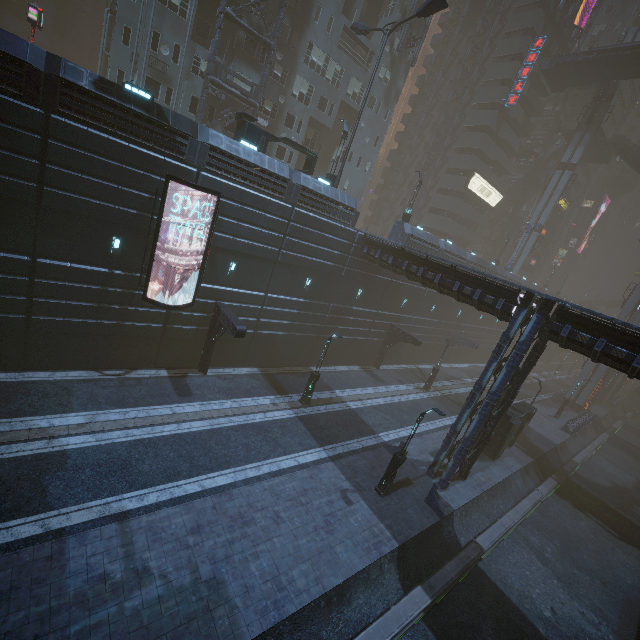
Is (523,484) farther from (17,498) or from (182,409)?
(17,498)

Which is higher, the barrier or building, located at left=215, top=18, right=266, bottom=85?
building, located at left=215, top=18, right=266, bottom=85

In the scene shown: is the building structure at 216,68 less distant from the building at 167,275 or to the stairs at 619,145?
the building at 167,275

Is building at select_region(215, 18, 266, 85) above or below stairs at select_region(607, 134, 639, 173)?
below

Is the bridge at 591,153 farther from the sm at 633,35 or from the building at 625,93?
the sm at 633,35

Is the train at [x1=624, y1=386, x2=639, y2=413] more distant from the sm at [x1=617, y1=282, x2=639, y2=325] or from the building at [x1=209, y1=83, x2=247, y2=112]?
the sm at [x1=617, y1=282, x2=639, y2=325]

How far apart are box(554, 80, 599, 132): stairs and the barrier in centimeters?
5891cm

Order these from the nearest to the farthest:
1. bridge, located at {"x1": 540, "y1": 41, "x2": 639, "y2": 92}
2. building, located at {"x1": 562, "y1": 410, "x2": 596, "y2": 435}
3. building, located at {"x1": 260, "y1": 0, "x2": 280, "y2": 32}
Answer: building, located at {"x1": 260, "y1": 0, "x2": 280, "y2": 32}
building, located at {"x1": 562, "y1": 410, "x2": 596, "y2": 435}
bridge, located at {"x1": 540, "y1": 41, "x2": 639, "y2": 92}
